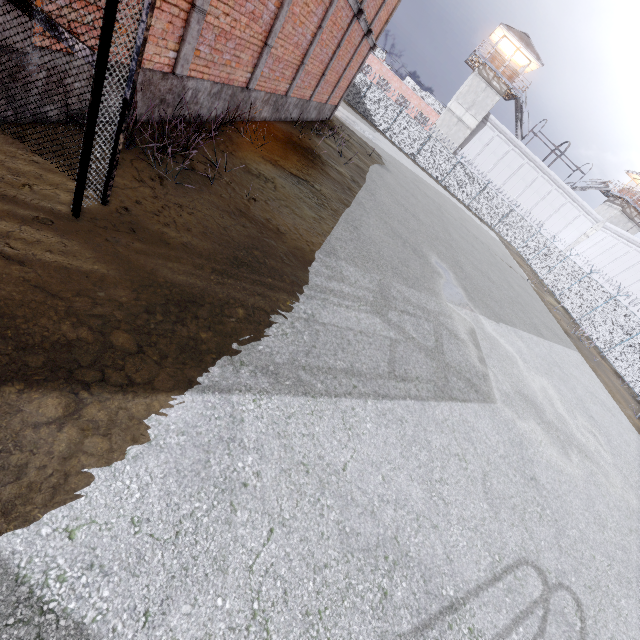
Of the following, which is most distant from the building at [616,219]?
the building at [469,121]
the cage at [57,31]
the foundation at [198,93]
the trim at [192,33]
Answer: the cage at [57,31]

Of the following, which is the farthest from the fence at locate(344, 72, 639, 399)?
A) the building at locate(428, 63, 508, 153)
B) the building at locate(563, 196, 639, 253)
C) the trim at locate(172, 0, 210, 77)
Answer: the trim at locate(172, 0, 210, 77)

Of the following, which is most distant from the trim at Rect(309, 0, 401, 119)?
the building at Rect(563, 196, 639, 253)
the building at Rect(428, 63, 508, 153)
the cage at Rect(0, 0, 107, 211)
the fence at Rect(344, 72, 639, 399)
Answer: the building at Rect(563, 196, 639, 253)

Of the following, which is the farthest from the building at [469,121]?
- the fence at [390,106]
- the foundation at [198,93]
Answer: the foundation at [198,93]

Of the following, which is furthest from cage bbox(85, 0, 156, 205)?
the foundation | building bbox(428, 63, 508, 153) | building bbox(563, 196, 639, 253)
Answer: building bbox(563, 196, 639, 253)

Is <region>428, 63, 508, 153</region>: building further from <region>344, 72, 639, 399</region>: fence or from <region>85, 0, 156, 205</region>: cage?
<region>85, 0, 156, 205</region>: cage

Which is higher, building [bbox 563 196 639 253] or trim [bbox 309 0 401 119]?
building [bbox 563 196 639 253]

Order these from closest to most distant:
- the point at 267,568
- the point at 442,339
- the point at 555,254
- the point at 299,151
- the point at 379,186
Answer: the point at 267,568
the point at 442,339
the point at 299,151
the point at 379,186
the point at 555,254
